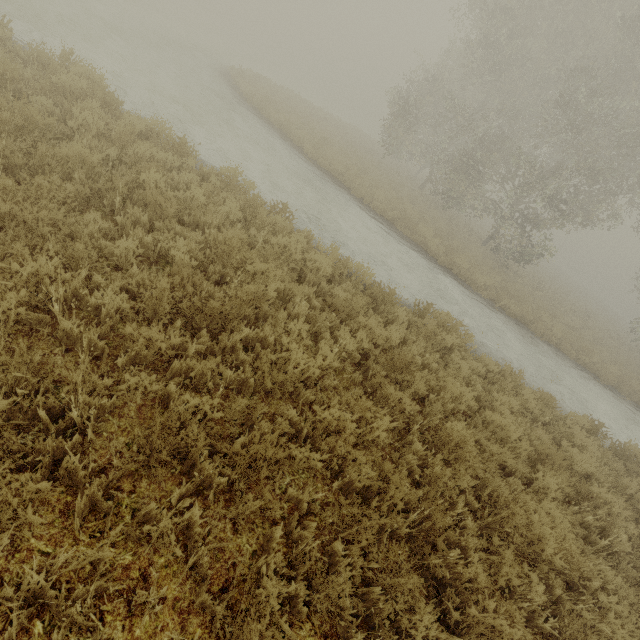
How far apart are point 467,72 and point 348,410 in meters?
34.3 m
